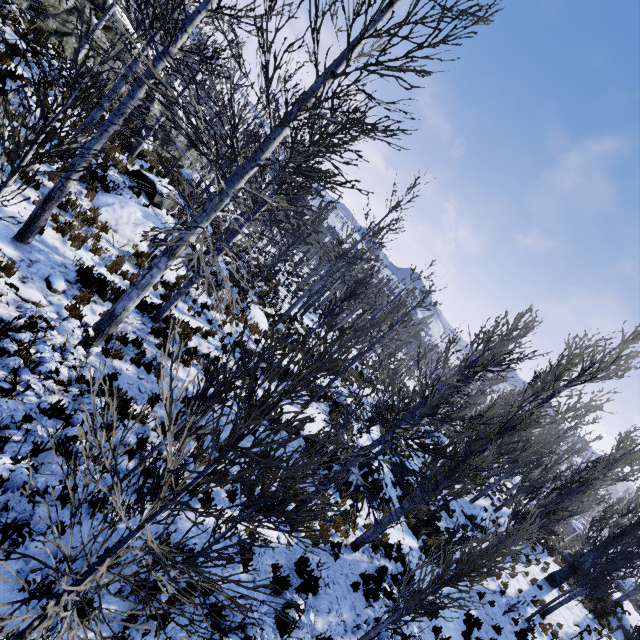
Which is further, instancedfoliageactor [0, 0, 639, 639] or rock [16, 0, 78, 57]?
rock [16, 0, 78, 57]

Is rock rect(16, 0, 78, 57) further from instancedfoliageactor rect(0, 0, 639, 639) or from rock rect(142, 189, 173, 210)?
rock rect(142, 189, 173, 210)

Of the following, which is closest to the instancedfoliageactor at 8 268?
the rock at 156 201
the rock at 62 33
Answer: the rock at 62 33

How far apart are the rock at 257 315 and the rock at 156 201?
5.19m

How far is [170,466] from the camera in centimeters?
215cm

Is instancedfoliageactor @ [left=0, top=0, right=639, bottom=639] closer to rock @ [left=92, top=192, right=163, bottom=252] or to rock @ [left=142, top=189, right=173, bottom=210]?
rock @ [left=92, top=192, right=163, bottom=252]

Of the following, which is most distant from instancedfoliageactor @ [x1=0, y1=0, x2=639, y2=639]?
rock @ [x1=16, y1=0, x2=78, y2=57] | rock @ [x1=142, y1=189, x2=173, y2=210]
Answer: rock @ [x1=142, y1=189, x2=173, y2=210]

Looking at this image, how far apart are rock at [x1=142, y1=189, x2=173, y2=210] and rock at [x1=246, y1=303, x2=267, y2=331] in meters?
5.2 m
